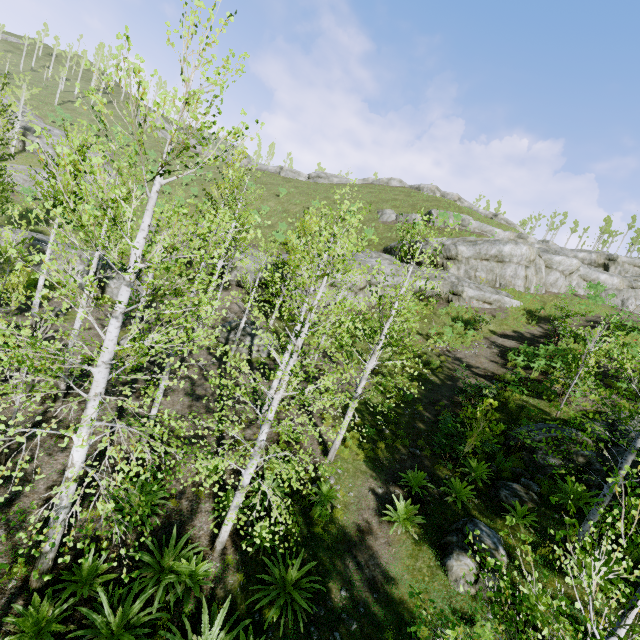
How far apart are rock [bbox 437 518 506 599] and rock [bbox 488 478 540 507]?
1.1 meters

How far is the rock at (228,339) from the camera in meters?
18.8 m

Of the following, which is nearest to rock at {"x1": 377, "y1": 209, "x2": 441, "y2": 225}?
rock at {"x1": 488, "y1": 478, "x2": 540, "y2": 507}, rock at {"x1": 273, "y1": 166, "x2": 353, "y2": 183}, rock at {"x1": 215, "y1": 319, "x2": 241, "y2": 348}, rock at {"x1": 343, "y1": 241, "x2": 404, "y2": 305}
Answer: rock at {"x1": 343, "y1": 241, "x2": 404, "y2": 305}

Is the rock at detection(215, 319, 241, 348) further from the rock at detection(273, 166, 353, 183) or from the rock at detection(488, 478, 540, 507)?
the rock at detection(273, 166, 353, 183)

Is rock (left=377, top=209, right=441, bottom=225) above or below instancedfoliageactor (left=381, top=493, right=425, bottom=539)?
above

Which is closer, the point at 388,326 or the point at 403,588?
the point at 403,588

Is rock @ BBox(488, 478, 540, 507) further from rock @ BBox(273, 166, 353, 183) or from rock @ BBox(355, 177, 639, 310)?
rock @ BBox(273, 166, 353, 183)

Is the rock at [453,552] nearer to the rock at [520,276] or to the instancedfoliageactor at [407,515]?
the instancedfoliageactor at [407,515]
